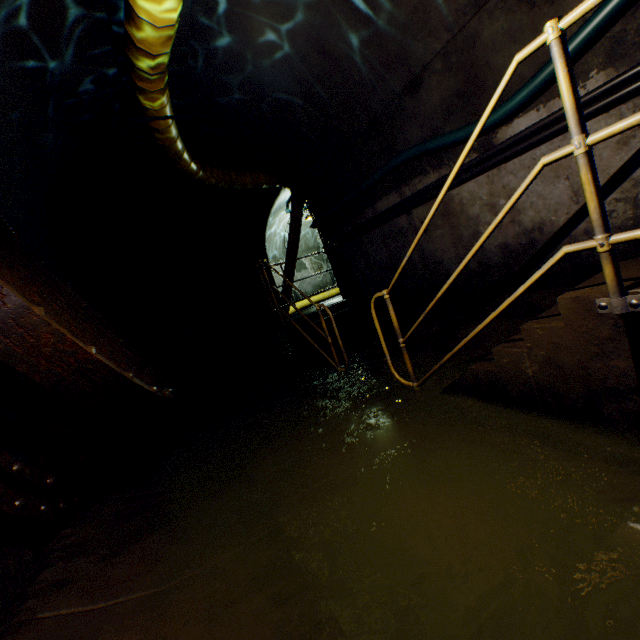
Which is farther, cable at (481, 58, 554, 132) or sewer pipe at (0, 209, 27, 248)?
sewer pipe at (0, 209, 27, 248)

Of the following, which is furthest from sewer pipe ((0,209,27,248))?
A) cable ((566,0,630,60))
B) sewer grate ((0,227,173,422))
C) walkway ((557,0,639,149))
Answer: cable ((566,0,630,60))

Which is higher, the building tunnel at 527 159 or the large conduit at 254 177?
the large conduit at 254 177

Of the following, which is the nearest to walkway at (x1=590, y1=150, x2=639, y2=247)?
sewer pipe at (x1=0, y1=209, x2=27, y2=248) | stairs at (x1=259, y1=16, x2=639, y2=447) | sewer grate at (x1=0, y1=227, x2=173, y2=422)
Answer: stairs at (x1=259, y1=16, x2=639, y2=447)

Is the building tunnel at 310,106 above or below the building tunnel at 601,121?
above

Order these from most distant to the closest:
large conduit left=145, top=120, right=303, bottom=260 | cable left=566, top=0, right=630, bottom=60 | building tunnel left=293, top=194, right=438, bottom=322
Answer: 1. large conduit left=145, top=120, right=303, bottom=260
2. building tunnel left=293, top=194, right=438, bottom=322
3. cable left=566, top=0, right=630, bottom=60

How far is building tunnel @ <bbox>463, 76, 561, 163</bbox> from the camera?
2.59m

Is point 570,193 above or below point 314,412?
above
